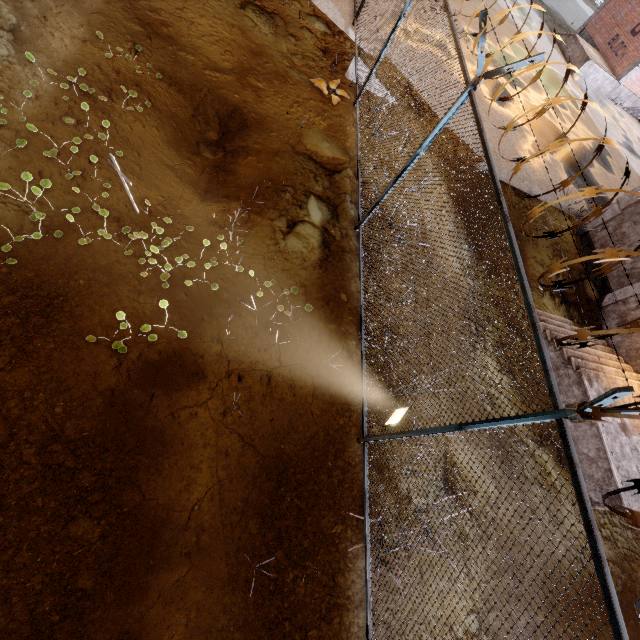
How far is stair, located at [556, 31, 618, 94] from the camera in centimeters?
1959cm

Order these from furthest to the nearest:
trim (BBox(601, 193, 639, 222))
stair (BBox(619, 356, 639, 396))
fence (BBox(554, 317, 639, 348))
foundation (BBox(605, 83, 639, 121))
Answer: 1. foundation (BBox(605, 83, 639, 121))
2. trim (BBox(601, 193, 639, 222))
3. stair (BBox(619, 356, 639, 396))
4. fence (BBox(554, 317, 639, 348))

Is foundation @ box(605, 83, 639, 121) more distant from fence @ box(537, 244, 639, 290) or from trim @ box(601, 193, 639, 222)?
fence @ box(537, 244, 639, 290)

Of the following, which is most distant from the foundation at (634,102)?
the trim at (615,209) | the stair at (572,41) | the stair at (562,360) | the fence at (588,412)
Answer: the stair at (562,360)

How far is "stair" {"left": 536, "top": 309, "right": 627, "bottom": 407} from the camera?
7.7m

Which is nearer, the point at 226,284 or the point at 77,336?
the point at 77,336

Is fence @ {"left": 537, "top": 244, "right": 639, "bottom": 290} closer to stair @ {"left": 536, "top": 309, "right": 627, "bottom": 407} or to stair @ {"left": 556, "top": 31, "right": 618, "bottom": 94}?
stair @ {"left": 536, "top": 309, "right": 627, "bottom": 407}

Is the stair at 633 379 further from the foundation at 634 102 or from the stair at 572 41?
the foundation at 634 102
